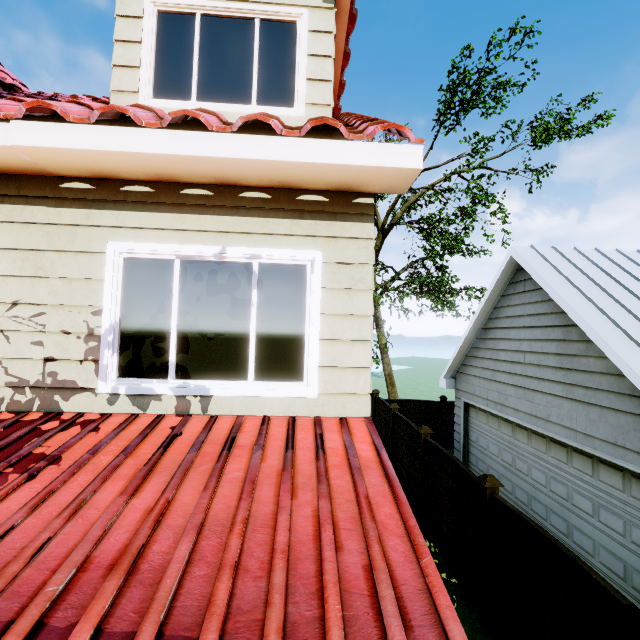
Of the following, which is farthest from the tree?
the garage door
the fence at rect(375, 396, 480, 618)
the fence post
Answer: the fence post

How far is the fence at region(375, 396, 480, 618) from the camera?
5.6m

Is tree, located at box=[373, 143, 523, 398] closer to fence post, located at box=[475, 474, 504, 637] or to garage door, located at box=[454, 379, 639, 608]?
garage door, located at box=[454, 379, 639, 608]

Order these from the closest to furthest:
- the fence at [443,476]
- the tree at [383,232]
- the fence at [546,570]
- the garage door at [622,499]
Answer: the fence at [546,570] → the garage door at [622,499] → the fence at [443,476] → the tree at [383,232]

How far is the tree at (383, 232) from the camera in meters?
14.8 m

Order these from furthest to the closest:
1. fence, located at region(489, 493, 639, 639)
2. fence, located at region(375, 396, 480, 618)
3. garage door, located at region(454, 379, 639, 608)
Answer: fence, located at region(375, 396, 480, 618), garage door, located at region(454, 379, 639, 608), fence, located at region(489, 493, 639, 639)

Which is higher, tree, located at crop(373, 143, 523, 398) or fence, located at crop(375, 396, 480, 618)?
tree, located at crop(373, 143, 523, 398)

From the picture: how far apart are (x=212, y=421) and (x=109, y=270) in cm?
170
